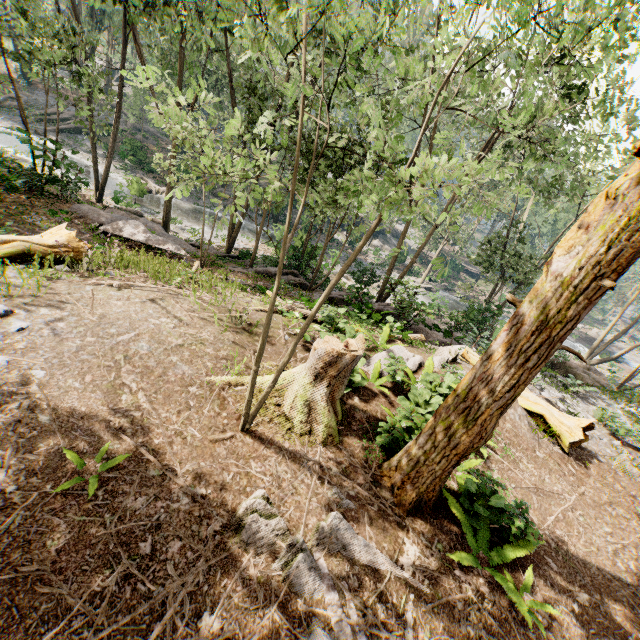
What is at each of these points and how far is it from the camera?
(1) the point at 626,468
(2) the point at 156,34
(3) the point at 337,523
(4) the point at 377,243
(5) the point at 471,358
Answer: (1) foliage, 9.7 meters
(2) foliage, 15.7 meters
(3) foliage, 4.7 meters
(4) rock, 48.2 meters
(5) tree trunk, 11.4 meters

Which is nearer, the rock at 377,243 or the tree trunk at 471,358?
the tree trunk at 471,358

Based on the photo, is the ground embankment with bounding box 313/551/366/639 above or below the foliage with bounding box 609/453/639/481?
below

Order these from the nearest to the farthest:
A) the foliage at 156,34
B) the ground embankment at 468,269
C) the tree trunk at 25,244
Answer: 1. the foliage at 156,34
2. the tree trunk at 25,244
3. the ground embankment at 468,269

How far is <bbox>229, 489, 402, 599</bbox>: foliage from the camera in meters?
4.1 m

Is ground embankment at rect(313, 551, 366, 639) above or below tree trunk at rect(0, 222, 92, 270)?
above

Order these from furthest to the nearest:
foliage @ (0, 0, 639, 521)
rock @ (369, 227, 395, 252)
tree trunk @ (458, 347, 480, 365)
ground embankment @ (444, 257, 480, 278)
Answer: ground embankment @ (444, 257, 480, 278) < rock @ (369, 227, 395, 252) < tree trunk @ (458, 347, 480, 365) < foliage @ (0, 0, 639, 521)

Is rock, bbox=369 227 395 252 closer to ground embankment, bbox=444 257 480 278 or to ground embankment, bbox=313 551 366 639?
ground embankment, bbox=444 257 480 278
